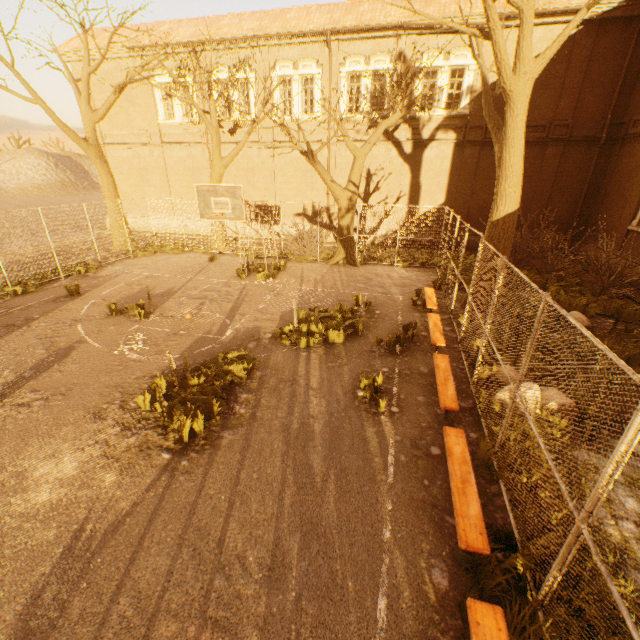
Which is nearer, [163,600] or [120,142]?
[163,600]

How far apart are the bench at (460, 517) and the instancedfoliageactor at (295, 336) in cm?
400

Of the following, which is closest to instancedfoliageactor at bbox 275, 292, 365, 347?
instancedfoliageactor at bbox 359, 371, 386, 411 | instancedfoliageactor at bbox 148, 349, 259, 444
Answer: instancedfoliageactor at bbox 148, 349, 259, 444

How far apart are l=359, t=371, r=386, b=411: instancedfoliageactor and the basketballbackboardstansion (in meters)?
7.21

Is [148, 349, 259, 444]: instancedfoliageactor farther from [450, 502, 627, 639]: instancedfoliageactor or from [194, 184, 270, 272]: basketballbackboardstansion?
[194, 184, 270, 272]: basketballbackboardstansion

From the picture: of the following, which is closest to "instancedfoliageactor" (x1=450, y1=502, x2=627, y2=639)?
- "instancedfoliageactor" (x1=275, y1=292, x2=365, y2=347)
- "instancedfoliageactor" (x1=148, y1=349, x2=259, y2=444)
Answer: "instancedfoliageactor" (x1=275, y1=292, x2=365, y2=347)

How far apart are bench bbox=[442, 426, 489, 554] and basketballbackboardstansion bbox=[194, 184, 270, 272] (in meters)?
8.93

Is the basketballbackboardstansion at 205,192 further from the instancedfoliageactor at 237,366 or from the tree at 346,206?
the instancedfoliageactor at 237,366
